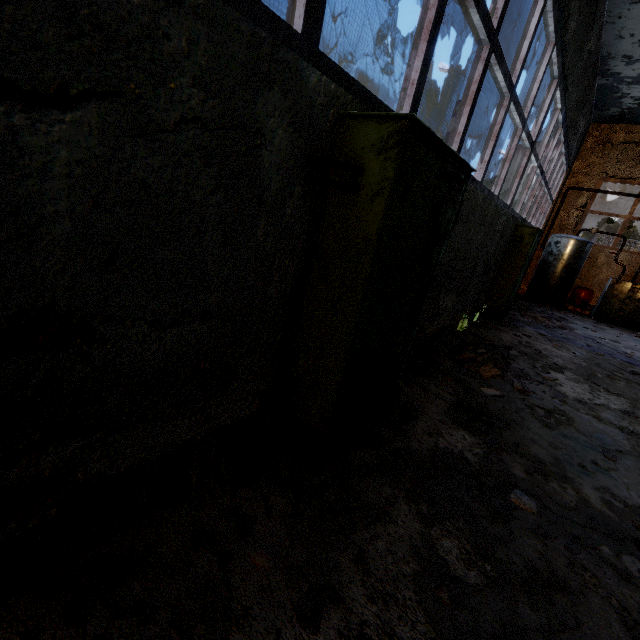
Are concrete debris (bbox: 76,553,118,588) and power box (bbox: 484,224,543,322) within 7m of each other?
no

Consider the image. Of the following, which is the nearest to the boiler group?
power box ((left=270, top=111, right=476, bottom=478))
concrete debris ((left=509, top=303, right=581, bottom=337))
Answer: concrete debris ((left=509, top=303, right=581, bottom=337))

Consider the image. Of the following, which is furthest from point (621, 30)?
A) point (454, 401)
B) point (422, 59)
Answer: point (454, 401)

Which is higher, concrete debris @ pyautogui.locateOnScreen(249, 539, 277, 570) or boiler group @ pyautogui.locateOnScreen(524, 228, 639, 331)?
boiler group @ pyautogui.locateOnScreen(524, 228, 639, 331)

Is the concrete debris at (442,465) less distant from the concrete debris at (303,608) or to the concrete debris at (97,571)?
the concrete debris at (303,608)

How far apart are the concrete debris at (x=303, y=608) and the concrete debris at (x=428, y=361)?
3.4m

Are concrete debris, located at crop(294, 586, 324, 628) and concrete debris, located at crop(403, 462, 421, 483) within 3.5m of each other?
yes

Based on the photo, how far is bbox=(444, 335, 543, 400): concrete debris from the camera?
4.9 meters
